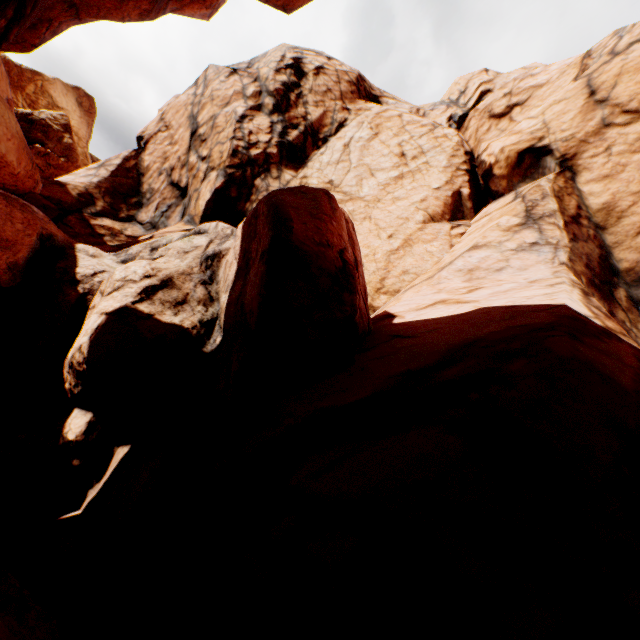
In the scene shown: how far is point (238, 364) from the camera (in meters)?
5.03

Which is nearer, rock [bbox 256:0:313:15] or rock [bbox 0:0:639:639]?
rock [bbox 0:0:639:639]

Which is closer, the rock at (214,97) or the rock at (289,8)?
the rock at (214,97)
